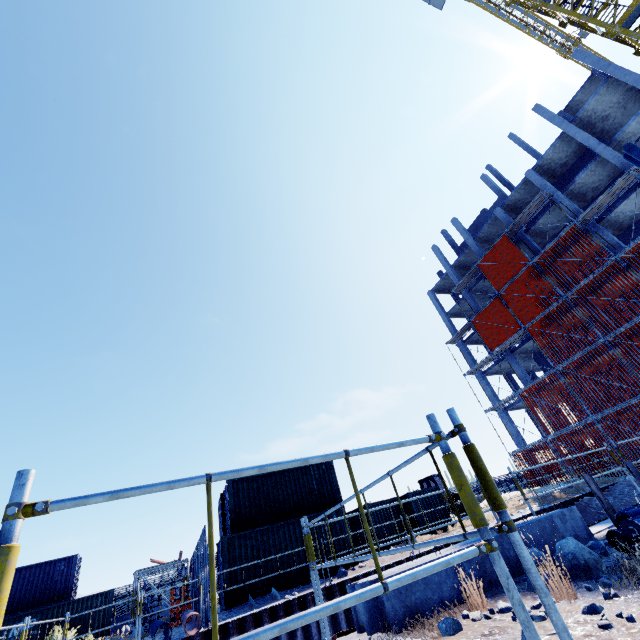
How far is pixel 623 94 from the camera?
25.3 meters

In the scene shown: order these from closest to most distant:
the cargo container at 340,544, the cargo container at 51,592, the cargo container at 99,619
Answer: the cargo container at 340,544, the cargo container at 51,592, the cargo container at 99,619

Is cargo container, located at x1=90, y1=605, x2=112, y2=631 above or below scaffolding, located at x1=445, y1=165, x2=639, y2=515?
below

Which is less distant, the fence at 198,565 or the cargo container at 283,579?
the fence at 198,565

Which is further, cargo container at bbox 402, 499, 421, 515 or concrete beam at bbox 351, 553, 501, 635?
cargo container at bbox 402, 499, 421, 515

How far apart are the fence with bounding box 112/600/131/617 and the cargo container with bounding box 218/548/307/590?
17.2 meters

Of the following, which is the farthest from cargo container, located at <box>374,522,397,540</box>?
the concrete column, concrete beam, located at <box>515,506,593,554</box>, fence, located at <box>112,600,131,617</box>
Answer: the concrete column

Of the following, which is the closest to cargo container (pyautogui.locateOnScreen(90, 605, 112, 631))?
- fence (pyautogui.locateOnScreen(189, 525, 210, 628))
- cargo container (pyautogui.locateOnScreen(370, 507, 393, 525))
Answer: fence (pyautogui.locateOnScreen(189, 525, 210, 628))
